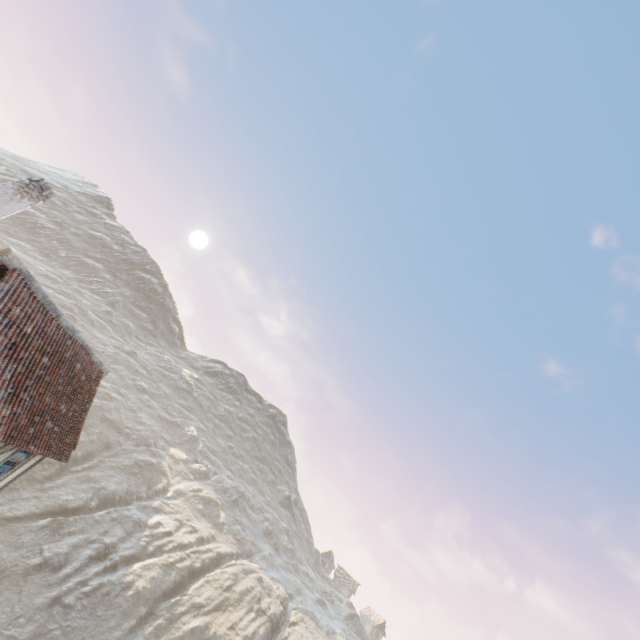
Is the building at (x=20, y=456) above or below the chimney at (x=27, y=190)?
below

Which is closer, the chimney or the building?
the chimney

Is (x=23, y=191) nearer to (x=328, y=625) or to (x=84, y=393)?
(x=84, y=393)

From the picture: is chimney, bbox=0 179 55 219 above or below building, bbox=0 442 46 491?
above

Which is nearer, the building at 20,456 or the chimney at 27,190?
the chimney at 27,190
